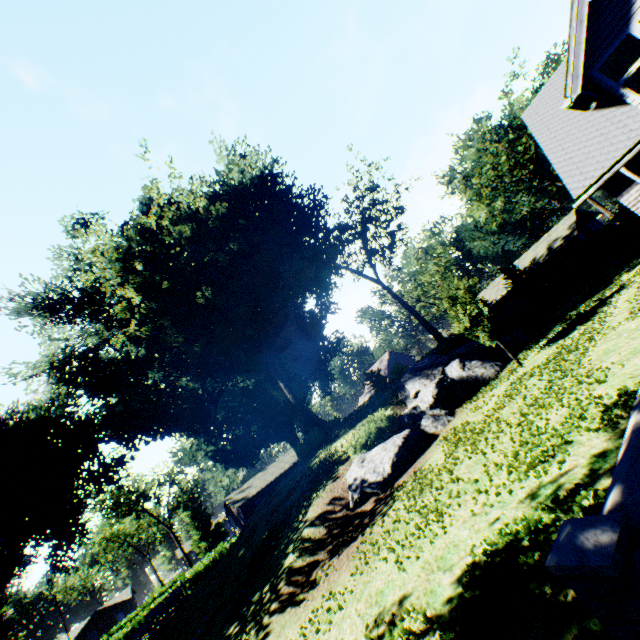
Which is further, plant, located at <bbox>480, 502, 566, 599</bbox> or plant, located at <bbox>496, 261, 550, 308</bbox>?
plant, located at <bbox>496, 261, 550, 308</bbox>

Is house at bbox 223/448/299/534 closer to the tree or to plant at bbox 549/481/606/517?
plant at bbox 549/481/606/517

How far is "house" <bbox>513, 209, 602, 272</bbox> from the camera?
34.78m

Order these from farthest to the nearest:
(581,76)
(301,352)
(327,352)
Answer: (327,352) → (301,352) → (581,76)

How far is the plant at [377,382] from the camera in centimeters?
2398cm

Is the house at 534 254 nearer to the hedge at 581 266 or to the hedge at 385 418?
the hedge at 581 266

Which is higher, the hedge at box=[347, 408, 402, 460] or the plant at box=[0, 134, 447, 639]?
the plant at box=[0, 134, 447, 639]

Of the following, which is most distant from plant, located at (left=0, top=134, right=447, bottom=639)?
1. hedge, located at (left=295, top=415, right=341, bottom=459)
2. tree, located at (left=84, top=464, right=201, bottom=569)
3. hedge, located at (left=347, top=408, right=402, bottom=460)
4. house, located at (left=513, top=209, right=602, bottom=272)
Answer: house, located at (left=513, top=209, right=602, bottom=272)
